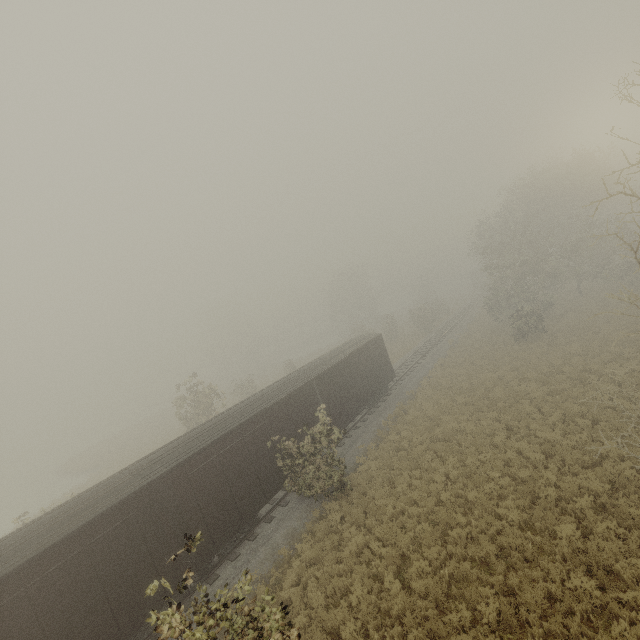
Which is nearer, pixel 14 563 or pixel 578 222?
pixel 14 563

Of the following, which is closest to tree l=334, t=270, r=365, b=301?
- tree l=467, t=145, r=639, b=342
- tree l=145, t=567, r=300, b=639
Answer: tree l=467, t=145, r=639, b=342

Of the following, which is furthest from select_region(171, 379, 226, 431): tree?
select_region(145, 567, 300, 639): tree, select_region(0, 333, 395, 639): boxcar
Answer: select_region(145, 567, 300, 639): tree

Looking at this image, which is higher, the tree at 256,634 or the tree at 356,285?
the tree at 356,285

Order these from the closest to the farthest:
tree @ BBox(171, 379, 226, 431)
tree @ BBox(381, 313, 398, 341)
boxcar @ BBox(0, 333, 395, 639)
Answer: boxcar @ BBox(0, 333, 395, 639) < tree @ BBox(171, 379, 226, 431) < tree @ BBox(381, 313, 398, 341)

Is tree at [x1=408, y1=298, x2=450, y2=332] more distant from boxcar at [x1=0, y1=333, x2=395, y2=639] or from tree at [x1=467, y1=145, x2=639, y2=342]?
tree at [x1=467, y1=145, x2=639, y2=342]

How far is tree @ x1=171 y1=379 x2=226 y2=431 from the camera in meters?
25.5 m

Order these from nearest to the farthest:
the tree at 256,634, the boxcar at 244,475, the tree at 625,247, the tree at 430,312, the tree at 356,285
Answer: the tree at 256,634, the boxcar at 244,475, the tree at 625,247, the tree at 430,312, the tree at 356,285
